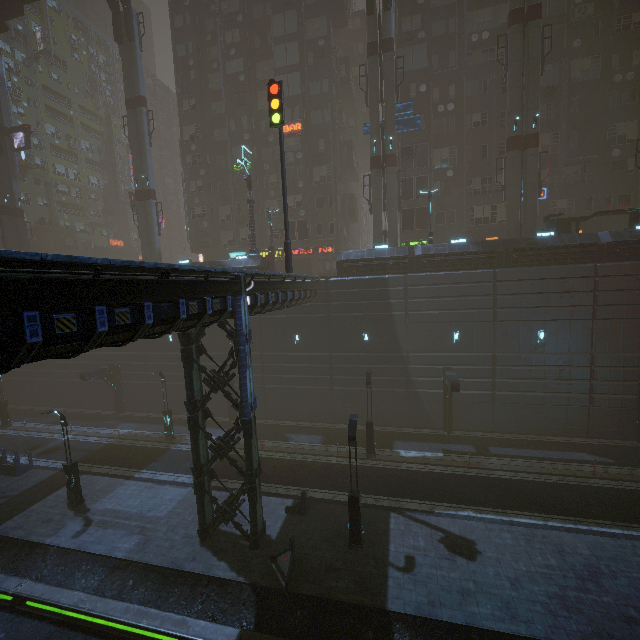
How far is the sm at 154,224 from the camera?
31.8 meters

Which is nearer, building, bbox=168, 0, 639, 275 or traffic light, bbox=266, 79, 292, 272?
traffic light, bbox=266, 79, 292, 272

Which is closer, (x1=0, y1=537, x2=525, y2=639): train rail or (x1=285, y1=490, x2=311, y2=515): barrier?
(x1=0, y1=537, x2=525, y2=639): train rail

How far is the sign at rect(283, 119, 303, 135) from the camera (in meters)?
33.91

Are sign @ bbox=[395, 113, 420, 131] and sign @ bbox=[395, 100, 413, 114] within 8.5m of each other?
yes

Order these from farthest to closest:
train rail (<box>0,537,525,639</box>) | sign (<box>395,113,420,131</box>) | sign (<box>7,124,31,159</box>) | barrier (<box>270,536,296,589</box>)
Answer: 1. sign (<box>7,124,31,159</box>)
2. sign (<box>395,113,420,131</box>)
3. barrier (<box>270,536,296,589</box>)
4. train rail (<box>0,537,525,639</box>)

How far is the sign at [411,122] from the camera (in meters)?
27.50

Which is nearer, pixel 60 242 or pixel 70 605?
pixel 70 605
